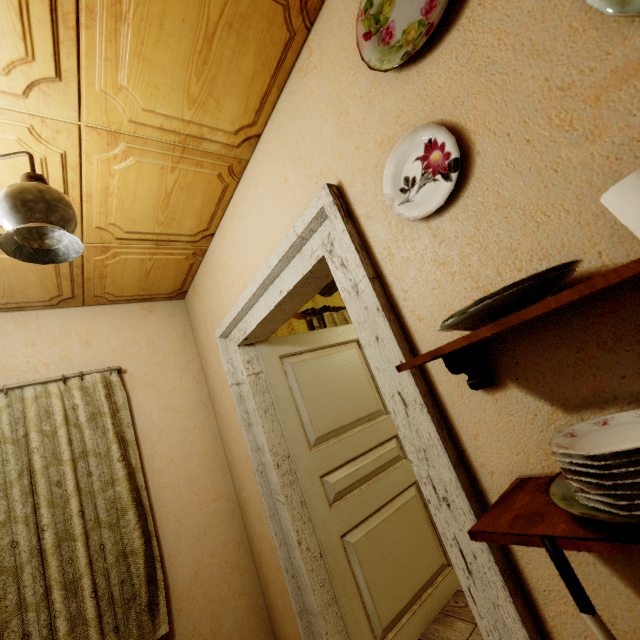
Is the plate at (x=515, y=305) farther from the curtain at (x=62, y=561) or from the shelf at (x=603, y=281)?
the curtain at (x=62, y=561)

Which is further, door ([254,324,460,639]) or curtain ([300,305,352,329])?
curtain ([300,305,352,329])

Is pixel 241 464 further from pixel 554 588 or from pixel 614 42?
pixel 614 42

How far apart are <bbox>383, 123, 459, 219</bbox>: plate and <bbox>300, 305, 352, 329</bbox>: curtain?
2.6 meters

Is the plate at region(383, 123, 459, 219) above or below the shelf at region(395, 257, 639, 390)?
above

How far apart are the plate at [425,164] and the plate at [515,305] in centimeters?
35cm

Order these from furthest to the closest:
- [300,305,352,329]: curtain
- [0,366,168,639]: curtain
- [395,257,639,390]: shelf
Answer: [300,305,352,329]: curtain → [0,366,168,639]: curtain → [395,257,639,390]: shelf

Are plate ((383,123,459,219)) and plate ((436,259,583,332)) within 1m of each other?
yes
